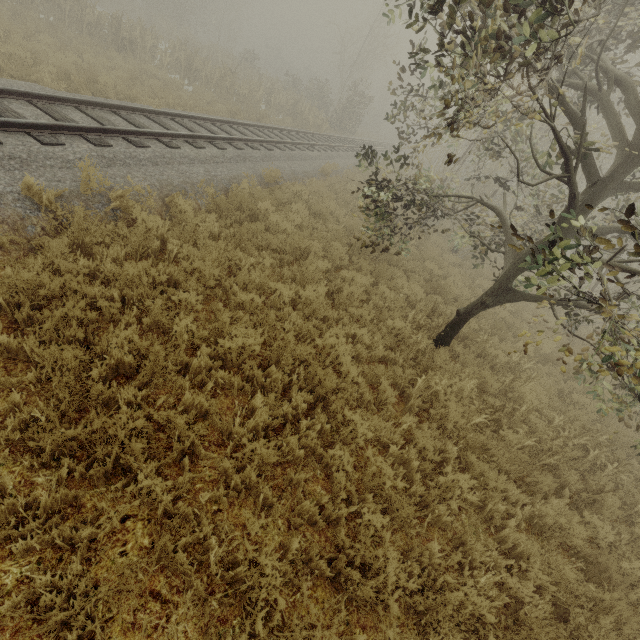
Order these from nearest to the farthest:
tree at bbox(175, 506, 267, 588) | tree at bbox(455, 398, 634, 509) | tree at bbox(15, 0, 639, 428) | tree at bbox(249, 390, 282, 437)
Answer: tree at bbox(175, 506, 267, 588) < tree at bbox(15, 0, 639, 428) < tree at bbox(249, 390, 282, 437) < tree at bbox(455, 398, 634, 509)

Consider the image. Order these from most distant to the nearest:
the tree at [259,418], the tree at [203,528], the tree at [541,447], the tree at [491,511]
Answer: the tree at [541,447] < the tree at [491,511] < the tree at [259,418] < the tree at [203,528]

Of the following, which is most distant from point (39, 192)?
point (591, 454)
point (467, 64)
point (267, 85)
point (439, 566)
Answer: point (267, 85)

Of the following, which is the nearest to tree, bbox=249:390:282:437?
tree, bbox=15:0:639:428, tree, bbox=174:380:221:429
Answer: tree, bbox=174:380:221:429

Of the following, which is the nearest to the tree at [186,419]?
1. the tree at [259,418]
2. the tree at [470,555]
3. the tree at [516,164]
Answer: the tree at [259,418]

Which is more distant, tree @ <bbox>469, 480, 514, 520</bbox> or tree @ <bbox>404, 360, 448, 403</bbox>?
tree @ <bbox>404, 360, 448, 403</bbox>

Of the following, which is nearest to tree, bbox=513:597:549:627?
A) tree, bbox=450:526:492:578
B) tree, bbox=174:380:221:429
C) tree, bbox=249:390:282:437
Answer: tree, bbox=450:526:492:578

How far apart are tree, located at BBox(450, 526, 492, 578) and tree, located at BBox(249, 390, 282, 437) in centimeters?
254cm
